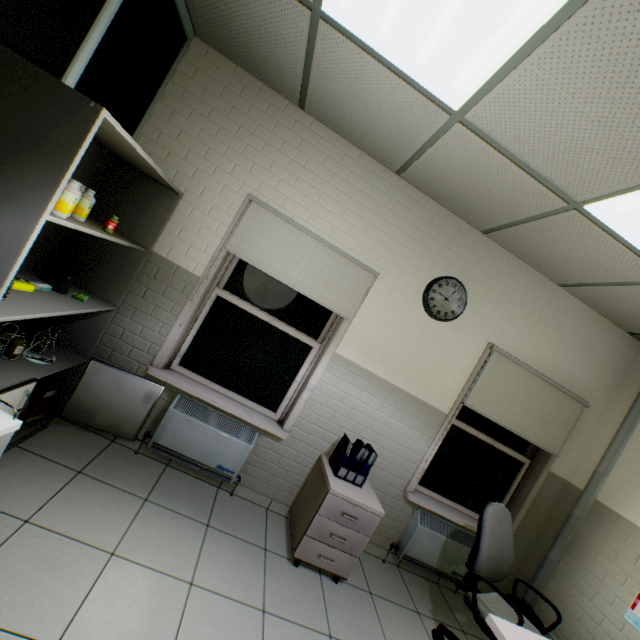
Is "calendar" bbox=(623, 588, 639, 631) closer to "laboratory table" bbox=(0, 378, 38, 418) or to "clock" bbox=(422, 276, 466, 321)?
"clock" bbox=(422, 276, 466, 321)

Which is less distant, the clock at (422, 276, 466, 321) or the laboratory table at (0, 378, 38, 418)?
the laboratory table at (0, 378, 38, 418)

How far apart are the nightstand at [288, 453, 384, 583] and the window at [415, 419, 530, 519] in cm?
66

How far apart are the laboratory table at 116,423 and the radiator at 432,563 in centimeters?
272cm

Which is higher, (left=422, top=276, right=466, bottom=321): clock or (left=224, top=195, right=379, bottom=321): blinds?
(left=422, top=276, right=466, bottom=321): clock

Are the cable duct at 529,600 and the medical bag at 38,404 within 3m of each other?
no

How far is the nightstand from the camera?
2.54m

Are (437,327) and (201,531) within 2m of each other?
no
